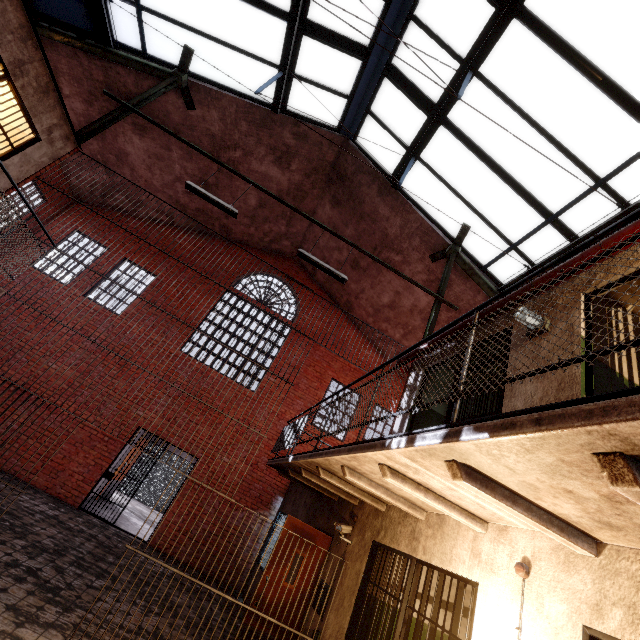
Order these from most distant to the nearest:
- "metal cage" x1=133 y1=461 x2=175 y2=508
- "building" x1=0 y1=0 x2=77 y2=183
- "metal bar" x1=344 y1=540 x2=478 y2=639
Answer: "metal cage" x1=133 y1=461 x2=175 y2=508, "building" x1=0 y1=0 x2=77 y2=183, "metal bar" x1=344 y1=540 x2=478 y2=639

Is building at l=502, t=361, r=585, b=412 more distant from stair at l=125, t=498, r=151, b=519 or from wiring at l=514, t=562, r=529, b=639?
stair at l=125, t=498, r=151, b=519

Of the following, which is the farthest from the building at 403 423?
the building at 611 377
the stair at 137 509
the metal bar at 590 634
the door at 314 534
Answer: the stair at 137 509

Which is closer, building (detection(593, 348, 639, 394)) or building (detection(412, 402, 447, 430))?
building (detection(593, 348, 639, 394))

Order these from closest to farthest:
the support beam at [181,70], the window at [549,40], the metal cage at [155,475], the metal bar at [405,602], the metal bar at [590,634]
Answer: the metal bar at [590,634] → the metal bar at [405,602] → the window at [549,40] → the support beam at [181,70] → the metal cage at [155,475]

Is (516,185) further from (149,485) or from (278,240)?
(149,485)

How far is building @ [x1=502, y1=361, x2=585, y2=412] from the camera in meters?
3.0

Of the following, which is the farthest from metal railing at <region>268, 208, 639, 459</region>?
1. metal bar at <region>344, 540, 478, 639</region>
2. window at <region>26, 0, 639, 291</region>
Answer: window at <region>26, 0, 639, 291</region>
